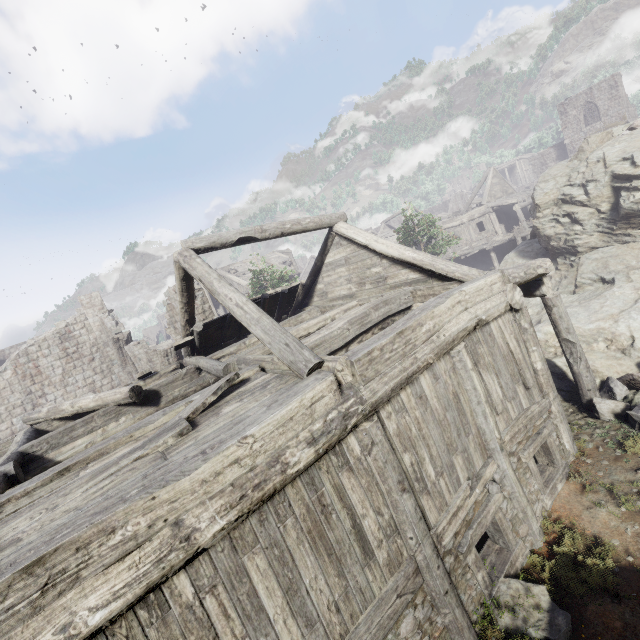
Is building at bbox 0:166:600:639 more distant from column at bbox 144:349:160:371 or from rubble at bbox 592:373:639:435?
column at bbox 144:349:160:371

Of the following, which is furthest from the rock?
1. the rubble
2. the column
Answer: the column

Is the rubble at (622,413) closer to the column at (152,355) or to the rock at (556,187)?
the rock at (556,187)

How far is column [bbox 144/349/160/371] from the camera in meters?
18.1 m

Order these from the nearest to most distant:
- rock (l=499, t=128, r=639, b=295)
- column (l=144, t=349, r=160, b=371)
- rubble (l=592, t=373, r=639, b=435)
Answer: rubble (l=592, t=373, r=639, b=435), rock (l=499, t=128, r=639, b=295), column (l=144, t=349, r=160, b=371)

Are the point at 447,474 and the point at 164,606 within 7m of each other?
yes

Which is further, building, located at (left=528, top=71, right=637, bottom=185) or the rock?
building, located at (left=528, top=71, right=637, bottom=185)

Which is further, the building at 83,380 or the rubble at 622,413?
the rubble at 622,413
